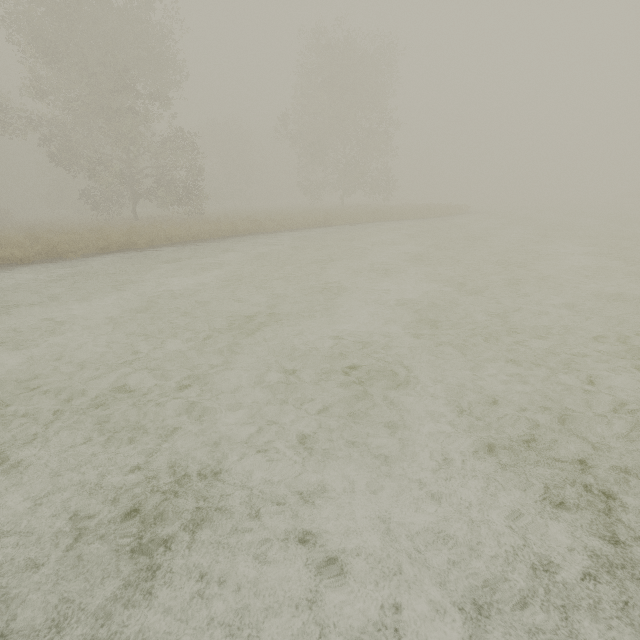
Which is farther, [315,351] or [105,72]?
[105,72]
